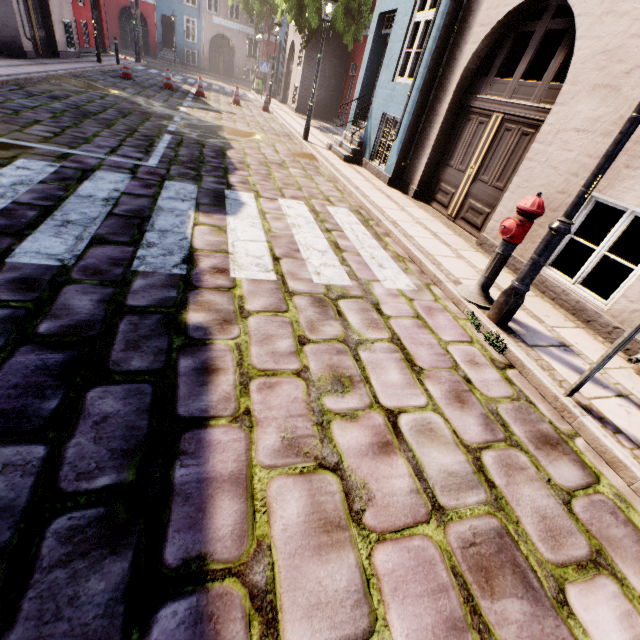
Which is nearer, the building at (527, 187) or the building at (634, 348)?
the building at (634, 348)

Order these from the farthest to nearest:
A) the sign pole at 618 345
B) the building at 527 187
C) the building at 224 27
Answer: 1. the building at 224 27
2. the building at 527 187
3. the sign pole at 618 345

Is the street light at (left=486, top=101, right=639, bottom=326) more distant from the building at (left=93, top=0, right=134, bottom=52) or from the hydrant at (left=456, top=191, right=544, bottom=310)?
the building at (left=93, top=0, right=134, bottom=52)

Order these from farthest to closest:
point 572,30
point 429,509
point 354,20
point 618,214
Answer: point 354,20 → point 618,214 → point 572,30 → point 429,509

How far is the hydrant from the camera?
3.2 meters

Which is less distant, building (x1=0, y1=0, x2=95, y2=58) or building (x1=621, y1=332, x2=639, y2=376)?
building (x1=621, y1=332, x2=639, y2=376)

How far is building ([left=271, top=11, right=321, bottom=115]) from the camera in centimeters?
1720cm
